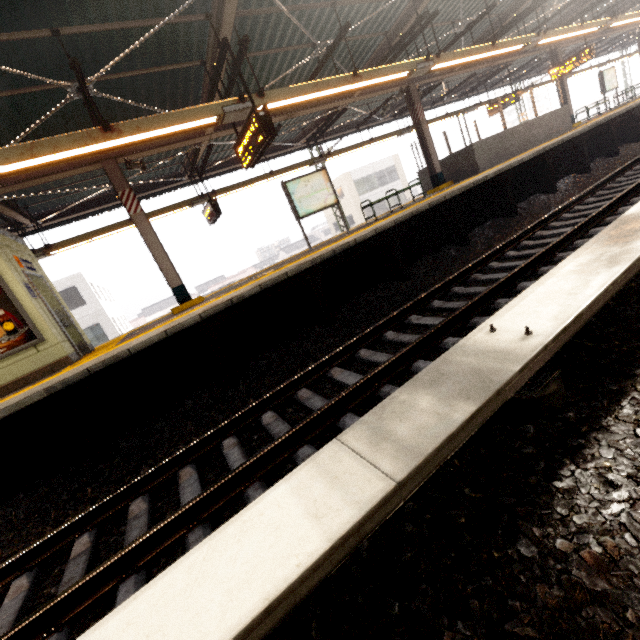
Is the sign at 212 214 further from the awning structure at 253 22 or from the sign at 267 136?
the sign at 267 136

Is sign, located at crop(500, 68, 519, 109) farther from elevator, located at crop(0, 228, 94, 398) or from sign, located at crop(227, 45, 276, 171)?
elevator, located at crop(0, 228, 94, 398)

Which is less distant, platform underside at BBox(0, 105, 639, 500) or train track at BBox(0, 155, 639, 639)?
train track at BBox(0, 155, 639, 639)

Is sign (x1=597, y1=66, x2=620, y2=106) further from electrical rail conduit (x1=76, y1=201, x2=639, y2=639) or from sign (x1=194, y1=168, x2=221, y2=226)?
sign (x1=194, y1=168, x2=221, y2=226)

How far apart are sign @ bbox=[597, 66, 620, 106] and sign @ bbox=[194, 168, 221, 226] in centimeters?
2113cm

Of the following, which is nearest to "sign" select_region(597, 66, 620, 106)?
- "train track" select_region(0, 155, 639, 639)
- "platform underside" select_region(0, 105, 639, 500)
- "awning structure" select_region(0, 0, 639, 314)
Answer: "awning structure" select_region(0, 0, 639, 314)

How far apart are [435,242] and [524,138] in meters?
8.2 m

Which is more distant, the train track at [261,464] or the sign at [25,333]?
the sign at [25,333]
